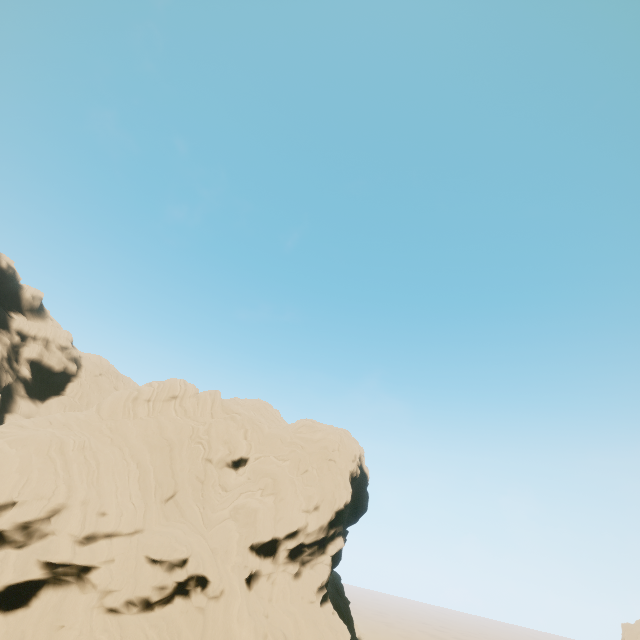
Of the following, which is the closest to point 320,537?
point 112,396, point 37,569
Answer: point 37,569
